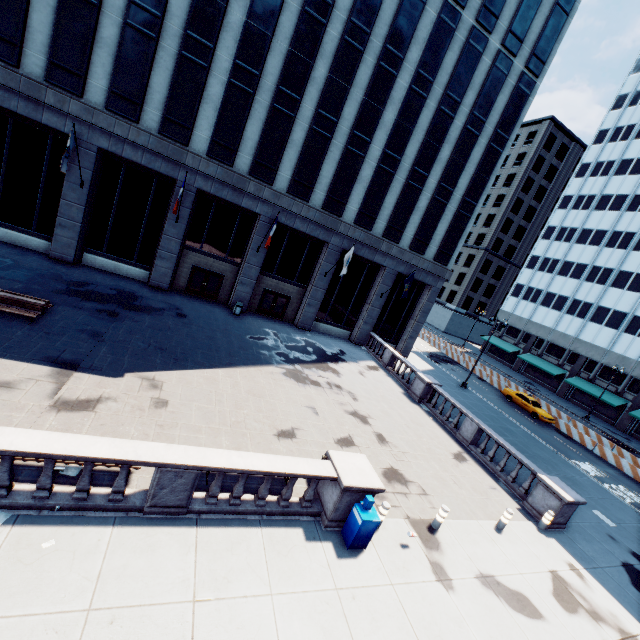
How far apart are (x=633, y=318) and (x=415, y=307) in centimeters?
3395cm

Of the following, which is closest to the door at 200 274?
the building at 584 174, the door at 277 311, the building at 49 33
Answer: the building at 49 33

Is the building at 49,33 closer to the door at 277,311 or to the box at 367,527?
the door at 277,311

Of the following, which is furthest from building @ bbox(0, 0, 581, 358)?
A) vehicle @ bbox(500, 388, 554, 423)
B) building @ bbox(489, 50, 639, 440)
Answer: building @ bbox(489, 50, 639, 440)

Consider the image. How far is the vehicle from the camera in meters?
30.3 m

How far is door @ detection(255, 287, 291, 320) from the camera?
27.27m

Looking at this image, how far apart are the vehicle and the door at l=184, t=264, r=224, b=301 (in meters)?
30.30

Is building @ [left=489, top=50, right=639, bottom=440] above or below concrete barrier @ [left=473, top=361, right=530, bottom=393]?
above
